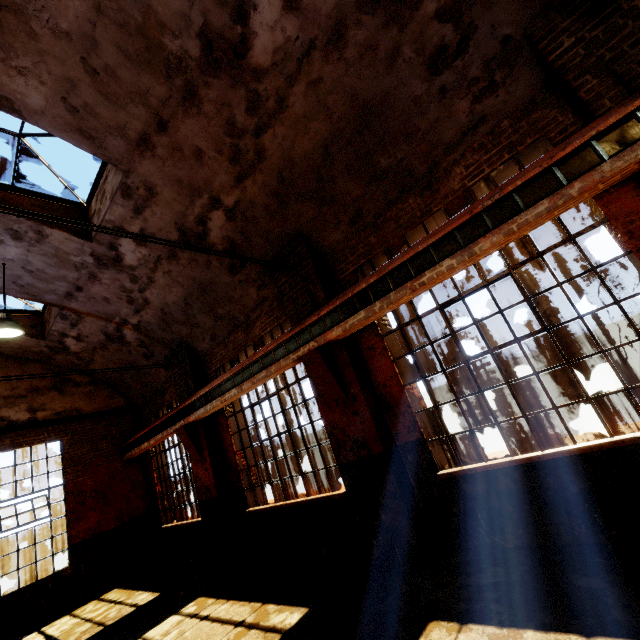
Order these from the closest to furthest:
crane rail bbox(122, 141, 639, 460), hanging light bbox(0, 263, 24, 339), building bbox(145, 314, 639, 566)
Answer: crane rail bbox(122, 141, 639, 460) < building bbox(145, 314, 639, 566) < hanging light bbox(0, 263, 24, 339)

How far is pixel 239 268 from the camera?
7.0m

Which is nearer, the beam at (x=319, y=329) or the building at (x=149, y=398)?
the beam at (x=319, y=329)

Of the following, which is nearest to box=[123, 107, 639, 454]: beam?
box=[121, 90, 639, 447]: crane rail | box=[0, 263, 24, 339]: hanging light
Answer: box=[121, 90, 639, 447]: crane rail

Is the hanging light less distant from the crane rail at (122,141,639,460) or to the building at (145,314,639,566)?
the building at (145,314,639,566)

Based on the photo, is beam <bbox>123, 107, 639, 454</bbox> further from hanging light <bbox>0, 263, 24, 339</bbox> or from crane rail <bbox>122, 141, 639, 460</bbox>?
hanging light <bbox>0, 263, 24, 339</bbox>

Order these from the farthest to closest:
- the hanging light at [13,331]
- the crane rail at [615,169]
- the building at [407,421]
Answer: the hanging light at [13,331] < the building at [407,421] < the crane rail at [615,169]
